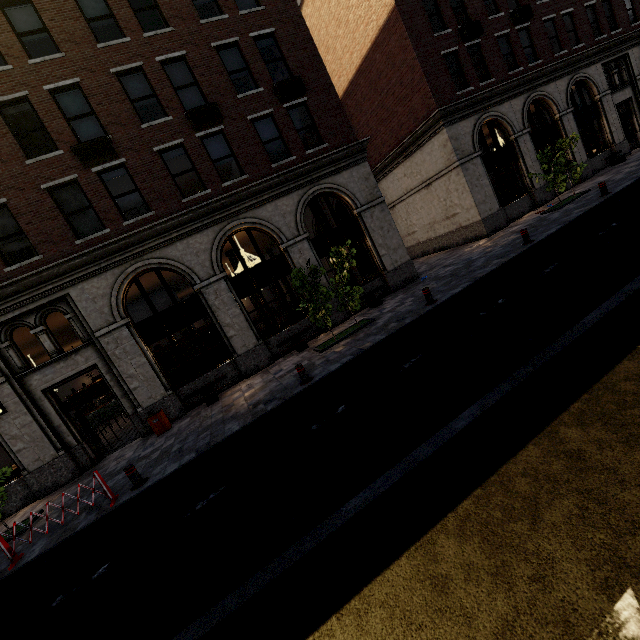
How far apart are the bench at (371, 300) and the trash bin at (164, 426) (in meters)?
8.91

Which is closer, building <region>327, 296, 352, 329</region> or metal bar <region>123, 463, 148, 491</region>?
metal bar <region>123, 463, 148, 491</region>

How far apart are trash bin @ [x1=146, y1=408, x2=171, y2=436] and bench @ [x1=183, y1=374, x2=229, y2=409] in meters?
0.8 m

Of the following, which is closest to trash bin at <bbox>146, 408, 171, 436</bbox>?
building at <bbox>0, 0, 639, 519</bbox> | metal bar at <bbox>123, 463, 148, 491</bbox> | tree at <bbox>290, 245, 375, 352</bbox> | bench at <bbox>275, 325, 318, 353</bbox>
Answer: building at <bbox>0, 0, 639, 519</bbox>

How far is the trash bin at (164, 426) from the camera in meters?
11.5 m

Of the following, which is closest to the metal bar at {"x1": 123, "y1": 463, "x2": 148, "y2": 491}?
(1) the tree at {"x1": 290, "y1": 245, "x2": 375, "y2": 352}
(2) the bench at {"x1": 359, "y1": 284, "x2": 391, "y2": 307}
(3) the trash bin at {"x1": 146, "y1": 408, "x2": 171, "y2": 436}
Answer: (3) the trash bin at {"x1": 146, "y1": 408, "x2": 171, "y2": 436}

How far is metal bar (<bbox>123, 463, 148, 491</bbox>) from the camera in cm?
795

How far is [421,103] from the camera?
17.0 meters
